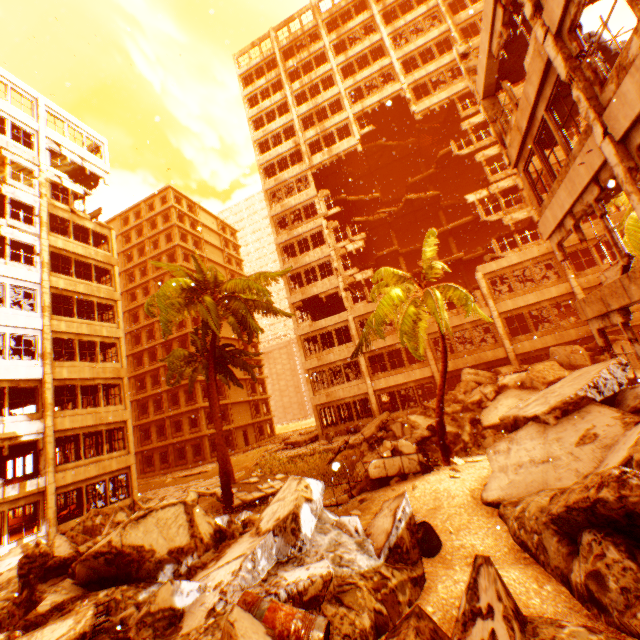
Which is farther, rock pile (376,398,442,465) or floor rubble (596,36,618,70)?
rock pile (376,398,442,465)

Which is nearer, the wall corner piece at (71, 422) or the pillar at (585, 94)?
the pillar at (585, 94)

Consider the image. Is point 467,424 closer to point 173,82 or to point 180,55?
point 173,82

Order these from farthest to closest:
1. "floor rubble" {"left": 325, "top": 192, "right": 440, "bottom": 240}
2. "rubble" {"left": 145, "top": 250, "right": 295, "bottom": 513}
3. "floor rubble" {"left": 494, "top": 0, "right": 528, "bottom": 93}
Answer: "floor rubble" {"left": 325, "top": 192, "right": 440, "bottom": 240} < "rubble" {"left": 145, "top": 250, "right": 295, "bottom": 513} < "floor rubble" {"left": 494, "top": 0, "right": 528, "bottom": 93}

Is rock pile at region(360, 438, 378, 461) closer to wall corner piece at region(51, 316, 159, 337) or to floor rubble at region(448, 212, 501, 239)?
wall corner piece at region(51, 316, 159, 337)

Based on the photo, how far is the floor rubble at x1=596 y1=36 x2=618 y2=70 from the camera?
8.0m

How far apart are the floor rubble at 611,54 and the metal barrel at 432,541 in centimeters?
1116cm

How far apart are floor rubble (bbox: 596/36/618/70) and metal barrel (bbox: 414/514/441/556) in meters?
11.2 m
